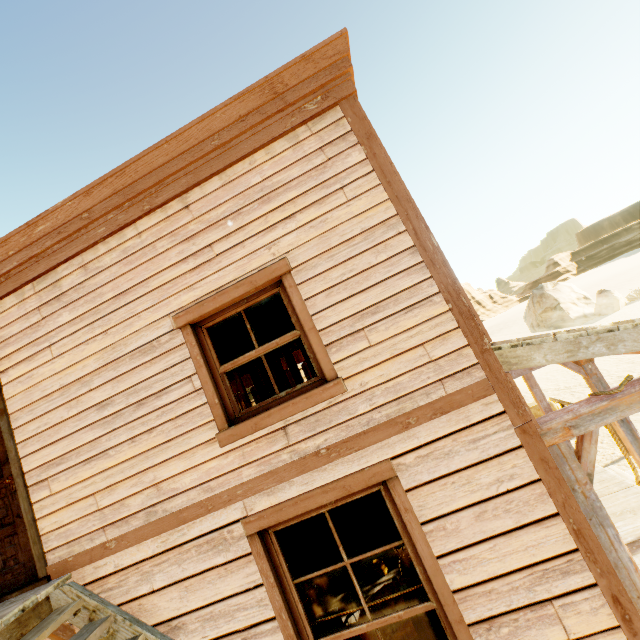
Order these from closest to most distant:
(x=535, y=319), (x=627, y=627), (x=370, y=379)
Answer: (x=627, y=627)
(x=370, y=379)
(x=535, y=319)

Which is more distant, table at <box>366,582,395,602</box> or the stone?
the stone

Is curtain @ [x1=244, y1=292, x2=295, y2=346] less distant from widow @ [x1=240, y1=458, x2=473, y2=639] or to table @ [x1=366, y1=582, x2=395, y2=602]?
widow @ [x1=240, y1=458, x2=473, y2=639]

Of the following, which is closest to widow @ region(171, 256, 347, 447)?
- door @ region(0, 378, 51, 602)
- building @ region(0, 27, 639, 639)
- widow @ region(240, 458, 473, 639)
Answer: building @ region(0, 27, 639, 639)

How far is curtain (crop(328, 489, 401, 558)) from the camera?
2.9 meters

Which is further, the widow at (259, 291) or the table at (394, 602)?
the table at (394, 602)

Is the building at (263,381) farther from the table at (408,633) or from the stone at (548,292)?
the stone at (548,292)

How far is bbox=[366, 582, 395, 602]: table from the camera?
4.4m
